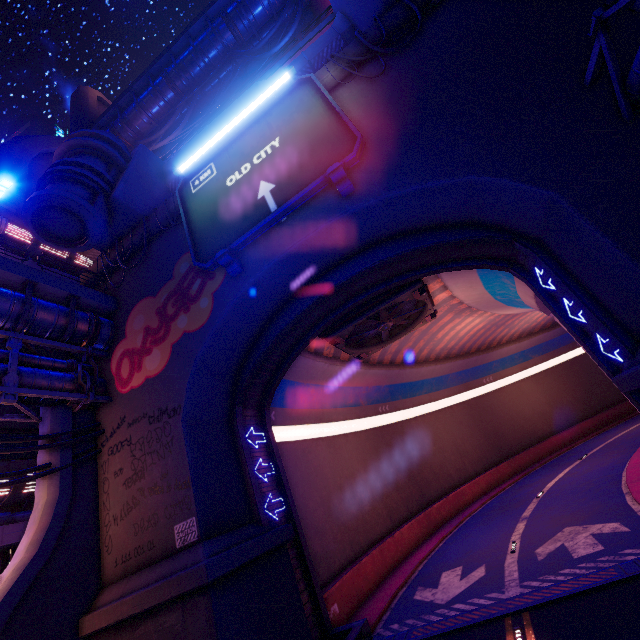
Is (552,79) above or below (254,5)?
below

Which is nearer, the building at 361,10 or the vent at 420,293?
the building at 361,10

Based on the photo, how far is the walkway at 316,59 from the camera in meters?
16.5 m

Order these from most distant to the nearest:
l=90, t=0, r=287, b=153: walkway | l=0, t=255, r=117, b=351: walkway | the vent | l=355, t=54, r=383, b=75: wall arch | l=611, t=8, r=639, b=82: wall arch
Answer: l=90, t=0, r=287, b=153: walkway
the vent
l=355, t=54, r=383, b=75: wall arch
l=0, t=255, r=117, b=351: walkway
l=611, t=8, r=639, b=82: wall arch

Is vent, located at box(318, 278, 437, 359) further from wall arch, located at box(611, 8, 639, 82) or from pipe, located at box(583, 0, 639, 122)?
pipe, located at box(583, 0, 639, 122)

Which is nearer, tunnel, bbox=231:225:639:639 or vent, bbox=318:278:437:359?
tunnel, bbox=231:225:639:639

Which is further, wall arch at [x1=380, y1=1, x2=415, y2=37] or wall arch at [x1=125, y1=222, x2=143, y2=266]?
wall arch at [x1=125, y1=222, x2=143, y2=266]

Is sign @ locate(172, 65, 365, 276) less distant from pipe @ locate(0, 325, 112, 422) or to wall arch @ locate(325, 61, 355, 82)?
wall arch @ locate(325, 61, 355, 82)
